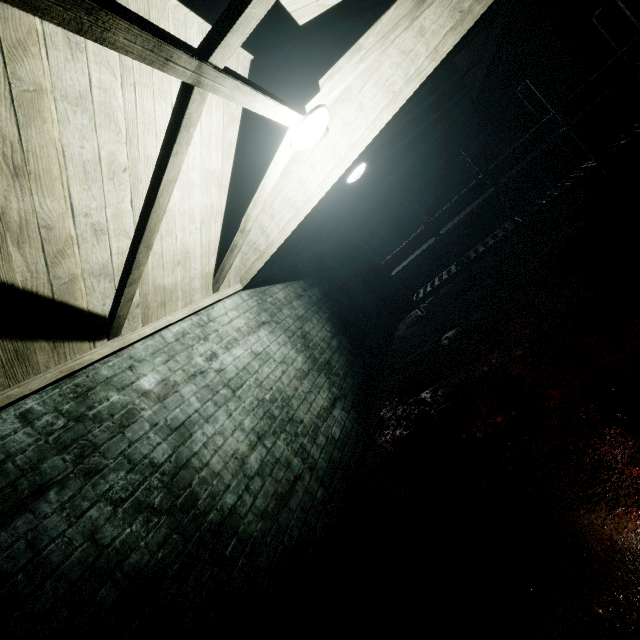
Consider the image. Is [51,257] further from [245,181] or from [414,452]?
[414,452]

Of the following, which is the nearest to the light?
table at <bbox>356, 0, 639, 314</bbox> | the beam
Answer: the beam

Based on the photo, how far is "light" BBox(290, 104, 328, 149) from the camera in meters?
2.0 m

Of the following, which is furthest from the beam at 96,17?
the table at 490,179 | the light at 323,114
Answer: the table at 490,179

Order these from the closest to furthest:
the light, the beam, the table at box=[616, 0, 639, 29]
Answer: the beam, the light, the table at box=[616, 0, 639, 29]

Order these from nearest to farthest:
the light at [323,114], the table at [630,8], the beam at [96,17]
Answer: the beam at [96,17], the light at [323,114], the table at [630,8]

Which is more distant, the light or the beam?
the light

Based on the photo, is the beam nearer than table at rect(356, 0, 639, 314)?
Yes
